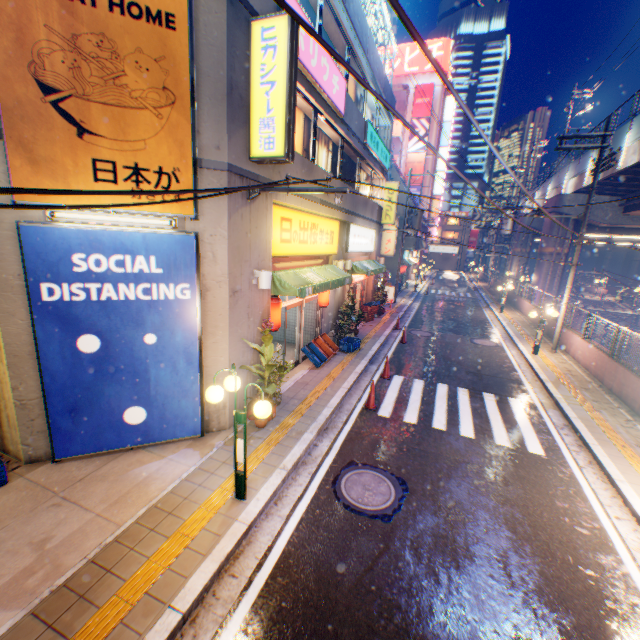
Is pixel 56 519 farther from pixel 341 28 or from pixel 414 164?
pixel 414 164

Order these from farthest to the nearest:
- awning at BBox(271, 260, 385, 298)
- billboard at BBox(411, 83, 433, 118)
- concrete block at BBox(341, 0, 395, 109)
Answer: billboard at BBox(411, 83, 433, 118)
concrete block at BBox(341, 0, 395, 109)
awning at BBox(271, 260, 385, 298)

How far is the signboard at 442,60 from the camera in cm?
4456

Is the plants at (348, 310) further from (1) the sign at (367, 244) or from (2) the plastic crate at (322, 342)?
(1) the sign at (367, 244)

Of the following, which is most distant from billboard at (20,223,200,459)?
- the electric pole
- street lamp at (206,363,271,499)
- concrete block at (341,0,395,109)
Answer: the electric pole

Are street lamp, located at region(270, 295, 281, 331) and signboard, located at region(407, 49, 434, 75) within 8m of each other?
no

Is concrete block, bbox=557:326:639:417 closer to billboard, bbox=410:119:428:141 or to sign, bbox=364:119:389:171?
sign, bbox=364:119:389:171

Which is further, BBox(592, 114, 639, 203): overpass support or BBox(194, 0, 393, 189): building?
BBox(592, 114, 639, 203): overpass support
